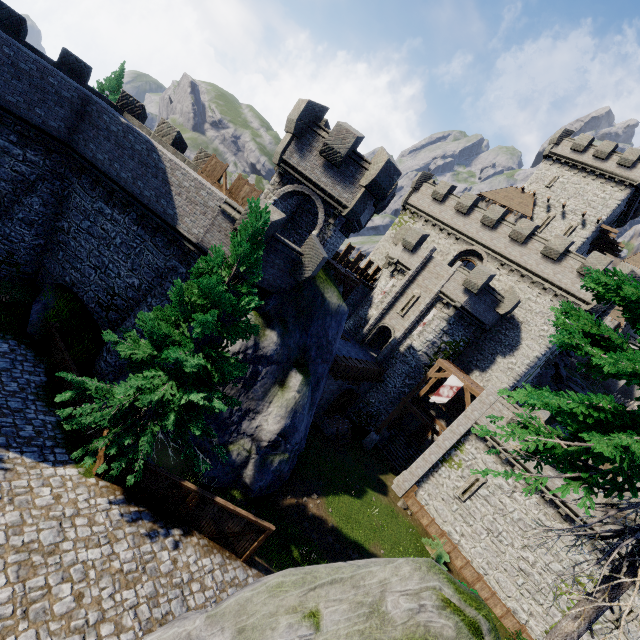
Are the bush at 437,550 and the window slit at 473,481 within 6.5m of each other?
yes

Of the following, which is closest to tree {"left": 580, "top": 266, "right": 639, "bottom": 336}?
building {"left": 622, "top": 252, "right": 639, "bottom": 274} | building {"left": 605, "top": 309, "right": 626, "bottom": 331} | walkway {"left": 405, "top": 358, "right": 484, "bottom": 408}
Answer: walkway {"left": 405, "top": 358, "right": 484, "bottom": 408}

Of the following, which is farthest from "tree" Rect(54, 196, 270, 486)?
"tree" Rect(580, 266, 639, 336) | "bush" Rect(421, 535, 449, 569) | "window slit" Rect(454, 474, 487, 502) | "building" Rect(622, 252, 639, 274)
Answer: "building" Rect(622, 252, 639, 274)

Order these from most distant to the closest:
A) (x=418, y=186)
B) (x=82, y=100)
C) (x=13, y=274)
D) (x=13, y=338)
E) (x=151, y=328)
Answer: (x=418, y=186), (x=13, y=274), (x=82, y=100), (x=13, y=338), (x=151, y=328)

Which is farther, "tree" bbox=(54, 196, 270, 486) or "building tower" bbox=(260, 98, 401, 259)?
"building tower" bbox=(260, 98, 401, 259)

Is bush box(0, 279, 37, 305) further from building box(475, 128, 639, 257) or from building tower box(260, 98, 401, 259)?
building box(475, 128, 639, 257)

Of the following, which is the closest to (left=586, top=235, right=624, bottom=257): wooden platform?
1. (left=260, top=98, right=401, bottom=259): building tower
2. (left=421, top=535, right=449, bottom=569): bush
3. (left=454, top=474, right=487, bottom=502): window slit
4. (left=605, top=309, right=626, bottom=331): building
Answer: (left=605, top=309, right=626, bottom=331): building

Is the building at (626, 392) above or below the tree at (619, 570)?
above
